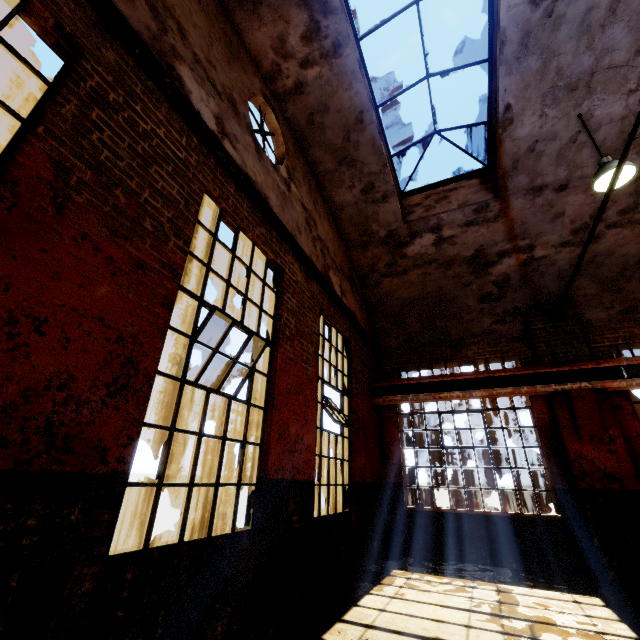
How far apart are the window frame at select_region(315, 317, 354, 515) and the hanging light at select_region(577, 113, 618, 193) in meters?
5.0 m

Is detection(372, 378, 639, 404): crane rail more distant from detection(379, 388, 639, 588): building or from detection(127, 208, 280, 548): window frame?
detection(127, 208, 280, 548): window frame

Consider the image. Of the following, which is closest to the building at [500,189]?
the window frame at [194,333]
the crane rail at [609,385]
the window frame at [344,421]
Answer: the crane rail at [609,385]

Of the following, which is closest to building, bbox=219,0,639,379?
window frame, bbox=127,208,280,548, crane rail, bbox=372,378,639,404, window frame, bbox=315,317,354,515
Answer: crane rail, bbox=372,378,639,404

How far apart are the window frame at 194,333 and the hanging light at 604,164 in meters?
5.2

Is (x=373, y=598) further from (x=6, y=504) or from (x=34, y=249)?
(x=34, y=249)

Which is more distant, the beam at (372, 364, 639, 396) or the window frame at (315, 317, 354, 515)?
the beam at (372, 364, 639, 396)

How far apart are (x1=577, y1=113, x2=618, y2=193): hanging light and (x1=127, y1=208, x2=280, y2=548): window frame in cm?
519
